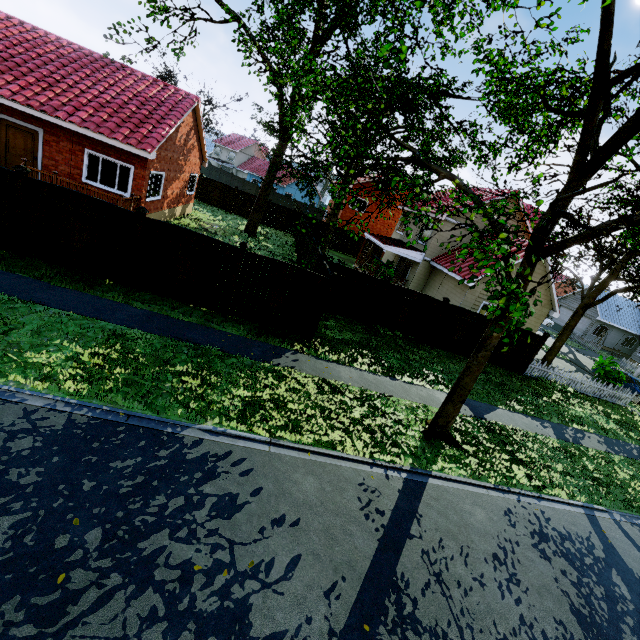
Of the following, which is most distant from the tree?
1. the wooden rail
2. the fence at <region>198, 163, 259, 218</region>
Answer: the wooden rail

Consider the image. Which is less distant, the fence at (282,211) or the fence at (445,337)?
the fence at (445,337)

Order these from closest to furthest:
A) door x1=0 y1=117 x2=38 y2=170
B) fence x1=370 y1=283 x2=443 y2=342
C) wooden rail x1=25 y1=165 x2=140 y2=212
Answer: wooden rail x1=25 y1=165 x2=140 y2=212
door x1=0 y1=117 x2=38 y2=170
fence x1=370 y1=283 x2=443 y2=342

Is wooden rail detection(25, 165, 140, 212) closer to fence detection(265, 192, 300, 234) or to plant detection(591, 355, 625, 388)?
fence detection(265, 192, 300, 234)

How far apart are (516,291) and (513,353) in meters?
13.8

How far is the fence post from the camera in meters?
8.7 m

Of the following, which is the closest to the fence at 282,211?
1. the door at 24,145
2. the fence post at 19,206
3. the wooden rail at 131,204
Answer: the fence post at 19,206

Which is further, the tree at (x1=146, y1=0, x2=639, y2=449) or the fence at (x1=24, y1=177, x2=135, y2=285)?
the fence at (x1=24, y1=177, x2=135, y2=285)
